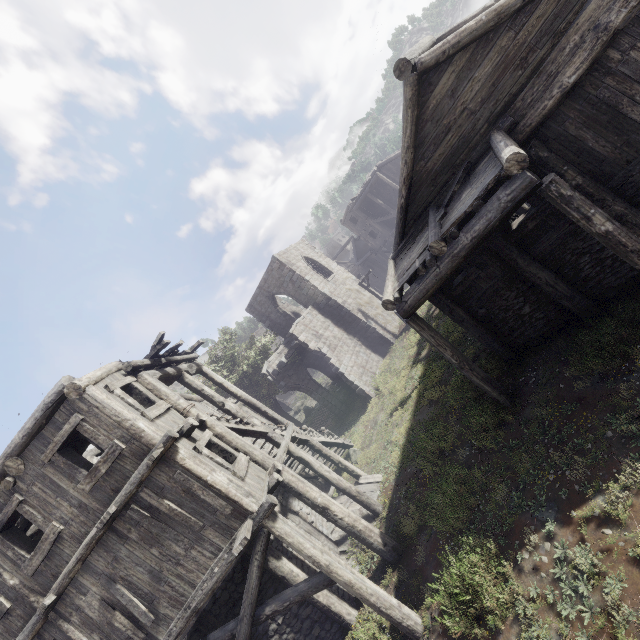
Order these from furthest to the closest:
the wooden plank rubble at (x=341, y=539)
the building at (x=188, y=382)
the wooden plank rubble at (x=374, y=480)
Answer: the wooden plank rubble at (x=374, y=480) → the wooden plank rubble at (x=341, y=539) → the building at (x=188, y=382)

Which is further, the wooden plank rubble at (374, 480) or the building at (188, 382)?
the wooden plank rubble at (374, 480)

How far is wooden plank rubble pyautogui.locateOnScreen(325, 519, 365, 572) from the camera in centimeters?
1108cm

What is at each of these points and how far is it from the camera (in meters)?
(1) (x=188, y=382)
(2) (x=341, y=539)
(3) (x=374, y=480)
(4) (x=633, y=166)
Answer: Answer:
(1) building, 12.11
(2) wooden plank rubble, 12.38
(3) wooden plank rubble, 13.70
(4) building, 7.12

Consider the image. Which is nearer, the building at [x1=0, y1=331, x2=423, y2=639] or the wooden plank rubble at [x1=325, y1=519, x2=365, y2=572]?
the building at [x1=0, y1=331, x2=423, y2=639]

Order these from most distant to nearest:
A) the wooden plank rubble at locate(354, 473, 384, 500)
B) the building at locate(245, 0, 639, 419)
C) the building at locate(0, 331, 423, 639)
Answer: the wooden plank rubble at locate(354, 473, 384, 500) < the building at locate(0, 331, 423, 639) < the building at locate(245, 0, 639, 419)

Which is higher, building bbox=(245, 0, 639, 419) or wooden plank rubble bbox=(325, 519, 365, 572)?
building bbox=(245, 0, 639, 419)
